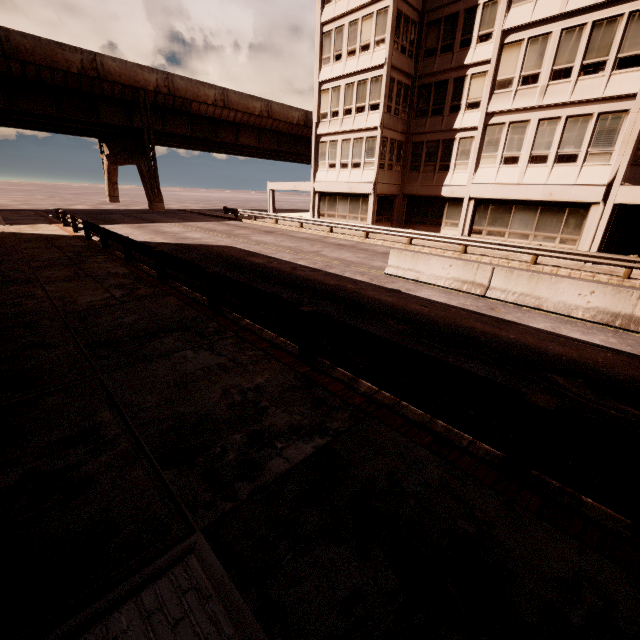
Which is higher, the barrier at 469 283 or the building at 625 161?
the building at 625 161

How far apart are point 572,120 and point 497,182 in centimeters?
403cm

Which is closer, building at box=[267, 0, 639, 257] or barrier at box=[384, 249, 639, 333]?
barrier at box=[384, 249, 639, 333]

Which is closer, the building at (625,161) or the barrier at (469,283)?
the barrier at (469,283)

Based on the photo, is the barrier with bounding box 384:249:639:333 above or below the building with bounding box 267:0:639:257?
below
